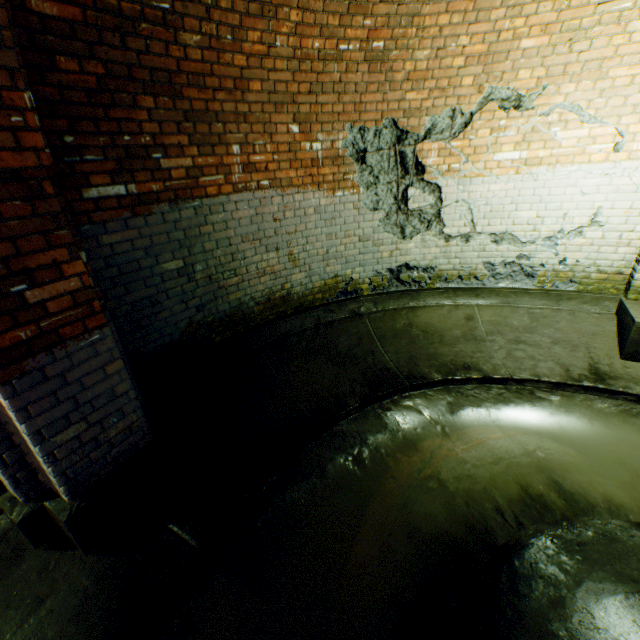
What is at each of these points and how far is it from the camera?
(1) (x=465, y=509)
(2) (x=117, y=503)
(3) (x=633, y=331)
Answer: (1) building tunnel, 2.6 meters
(2) wall archway, 2.4 meters
(3) wall archway, 3.7 meters

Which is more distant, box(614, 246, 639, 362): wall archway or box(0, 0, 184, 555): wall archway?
box(614, 246, 639, 362): wall archway

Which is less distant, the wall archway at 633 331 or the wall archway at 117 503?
the wall archway at 117 503

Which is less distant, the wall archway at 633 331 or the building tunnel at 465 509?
the building tunnel at 465 509

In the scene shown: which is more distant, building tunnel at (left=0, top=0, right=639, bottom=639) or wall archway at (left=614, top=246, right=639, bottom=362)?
wall archway at (left=614, top=246, right=639, bottom=362)
